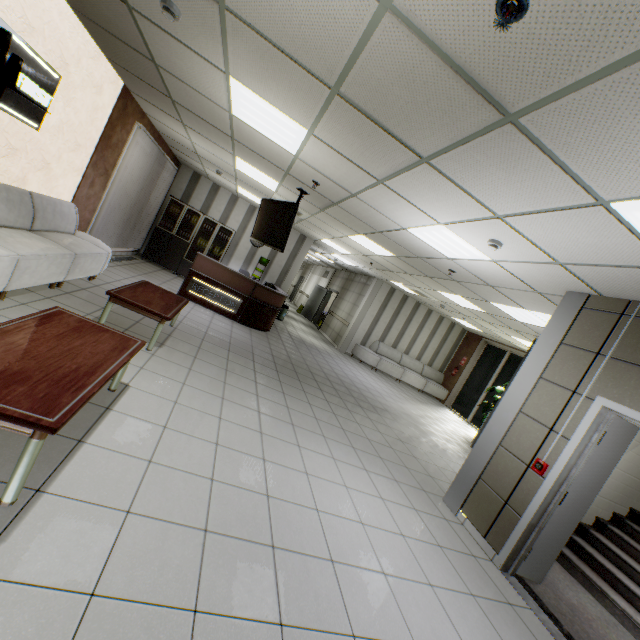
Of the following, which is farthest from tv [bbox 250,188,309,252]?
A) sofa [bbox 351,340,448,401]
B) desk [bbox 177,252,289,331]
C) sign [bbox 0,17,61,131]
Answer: sofa [bbox 351,340,448,401]

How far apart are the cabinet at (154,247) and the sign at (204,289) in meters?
2.8 m

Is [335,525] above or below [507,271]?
below

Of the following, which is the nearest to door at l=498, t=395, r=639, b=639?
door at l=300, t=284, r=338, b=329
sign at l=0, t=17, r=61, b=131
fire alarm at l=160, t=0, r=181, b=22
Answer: fire alarm at l=160, t=0, r=181, b=22

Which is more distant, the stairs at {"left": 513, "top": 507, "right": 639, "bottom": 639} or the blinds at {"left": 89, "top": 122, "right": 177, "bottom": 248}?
the blinds at {"left": 89, "top": 122, "right": 177, "bottom": 248}

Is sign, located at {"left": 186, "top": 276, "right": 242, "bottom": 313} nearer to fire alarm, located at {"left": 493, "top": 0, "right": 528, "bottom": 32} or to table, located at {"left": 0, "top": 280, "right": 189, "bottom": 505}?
table, located at {"left": 0, "top": 280, "right": 189, "bottom": 505}

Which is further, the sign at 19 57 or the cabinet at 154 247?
the cabinet at 154 247

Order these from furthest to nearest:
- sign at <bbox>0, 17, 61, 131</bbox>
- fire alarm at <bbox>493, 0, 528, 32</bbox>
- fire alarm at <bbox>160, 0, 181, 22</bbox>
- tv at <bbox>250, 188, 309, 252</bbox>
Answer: tv at <bbox>250, 188, 309, 252</bbox>, sign at <bbox>0, 17, 61, 131</bbox>, fire alarm at <bbox>160, 0, 181, 22</bbox>, fire alarm at <bbox>493, 0, 528, 32</bbox>
